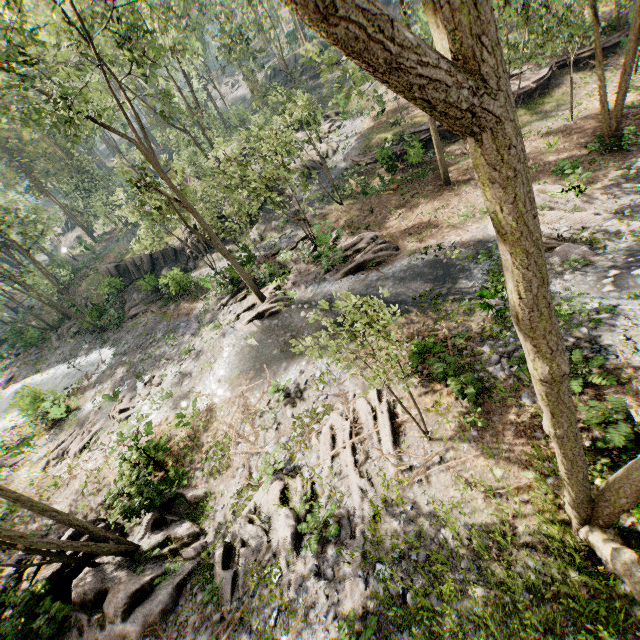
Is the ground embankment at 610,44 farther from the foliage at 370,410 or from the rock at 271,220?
the rock at 271,220

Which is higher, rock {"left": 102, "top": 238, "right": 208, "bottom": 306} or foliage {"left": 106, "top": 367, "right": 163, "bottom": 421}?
rock {"left": 102, "top": 238, "right": 208, "bottom": 306}

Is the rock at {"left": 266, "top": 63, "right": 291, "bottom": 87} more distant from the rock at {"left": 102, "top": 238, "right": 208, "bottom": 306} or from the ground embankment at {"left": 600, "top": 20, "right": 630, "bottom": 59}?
the ground embankment at {"left": 600, "top": 20, "right": 630, "bottom": 59}

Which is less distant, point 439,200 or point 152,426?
point 152,426

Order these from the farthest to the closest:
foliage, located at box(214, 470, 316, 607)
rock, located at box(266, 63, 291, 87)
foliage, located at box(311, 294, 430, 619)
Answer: rock, located at box(266, 63, 291, 87) → foliage, located at box(214, 470, 316, 607) → foliage, located at box(311, 294, 430, 619)

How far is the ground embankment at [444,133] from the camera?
26.0m

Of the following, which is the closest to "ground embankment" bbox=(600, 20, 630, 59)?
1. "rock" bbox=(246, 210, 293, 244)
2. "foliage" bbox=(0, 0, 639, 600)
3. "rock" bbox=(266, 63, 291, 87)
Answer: "foliage" bbox=(0, 0, 639, 600)

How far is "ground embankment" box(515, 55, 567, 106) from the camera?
24.12m
